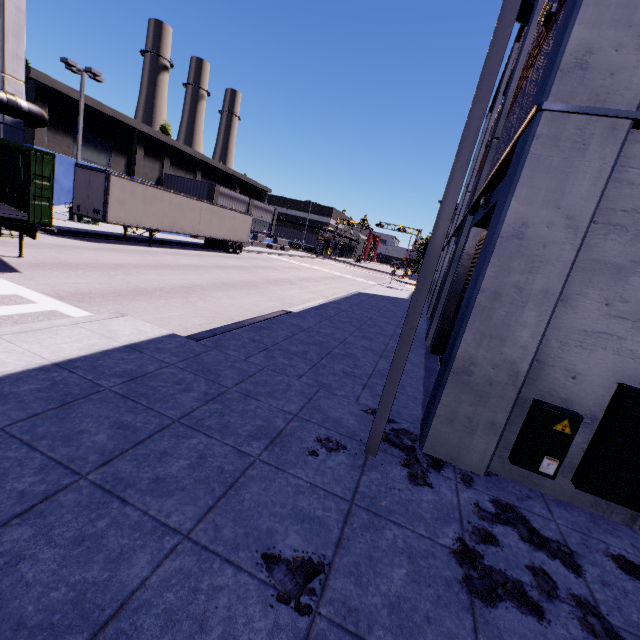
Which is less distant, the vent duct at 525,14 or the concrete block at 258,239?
the vent duct at 525,14

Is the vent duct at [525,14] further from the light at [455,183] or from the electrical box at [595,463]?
the electrical box at [595,463]

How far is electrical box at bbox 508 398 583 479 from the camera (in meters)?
4.32

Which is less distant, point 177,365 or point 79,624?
point 79,624

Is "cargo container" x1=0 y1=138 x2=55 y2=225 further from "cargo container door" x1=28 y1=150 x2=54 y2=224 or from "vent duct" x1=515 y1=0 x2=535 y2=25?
"vent duct" x1=515 y1=0 x2=535 y2=25

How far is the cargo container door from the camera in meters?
8.7 m

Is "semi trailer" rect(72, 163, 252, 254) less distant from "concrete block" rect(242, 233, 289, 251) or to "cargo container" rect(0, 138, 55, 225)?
"cargo container" rect(0, 138, 55, 225)

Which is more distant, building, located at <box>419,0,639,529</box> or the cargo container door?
the cargo container door
